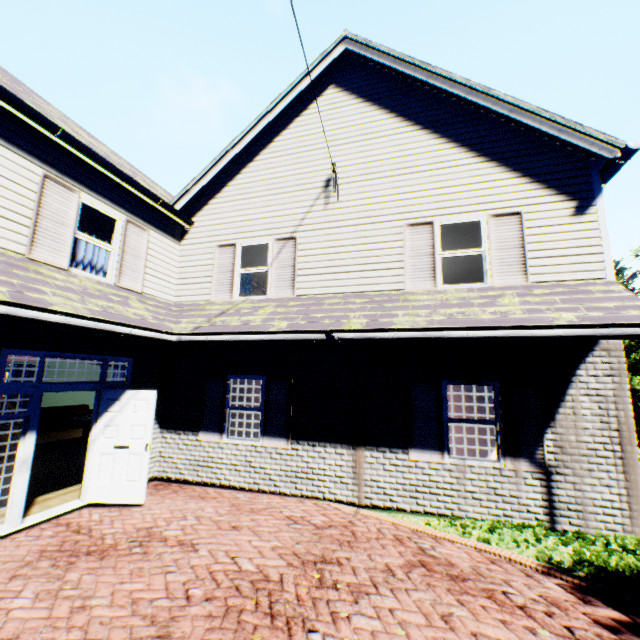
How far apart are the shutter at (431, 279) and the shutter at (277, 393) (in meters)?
3.16

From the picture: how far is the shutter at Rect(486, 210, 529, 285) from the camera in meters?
6.5 m

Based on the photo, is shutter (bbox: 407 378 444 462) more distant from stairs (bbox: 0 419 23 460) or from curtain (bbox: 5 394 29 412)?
curtain (bbox: 5 394 29 412)

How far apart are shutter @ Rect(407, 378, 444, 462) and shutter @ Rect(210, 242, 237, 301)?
4.7m

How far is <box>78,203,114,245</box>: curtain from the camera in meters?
6.9

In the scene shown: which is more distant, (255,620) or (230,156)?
(230,156)

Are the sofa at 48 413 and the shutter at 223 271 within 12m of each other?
yes

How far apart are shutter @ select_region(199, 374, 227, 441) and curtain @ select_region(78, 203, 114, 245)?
2.88m
